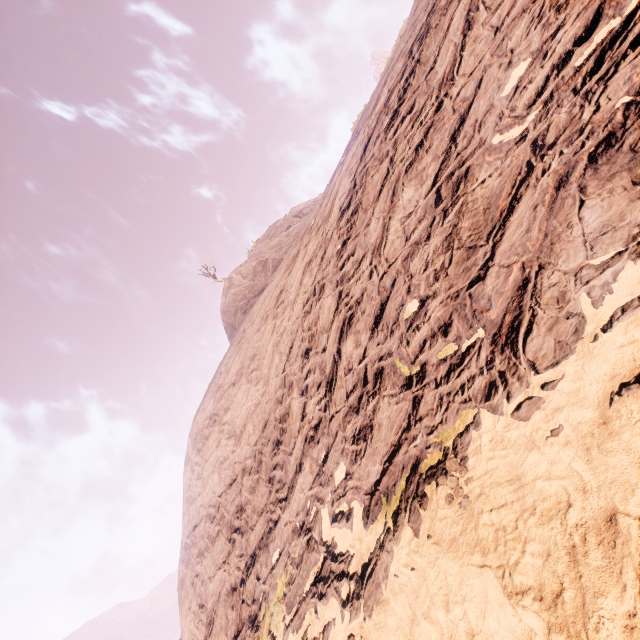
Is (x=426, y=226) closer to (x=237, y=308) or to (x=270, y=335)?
(x=270, y=335)
